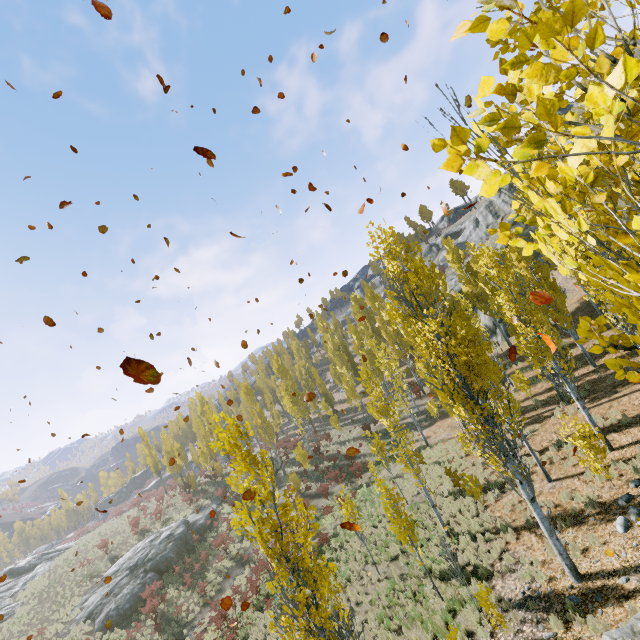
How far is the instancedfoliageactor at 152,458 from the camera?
49.2m

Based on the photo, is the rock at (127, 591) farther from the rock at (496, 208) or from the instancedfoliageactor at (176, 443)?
the rock at (496, 208)

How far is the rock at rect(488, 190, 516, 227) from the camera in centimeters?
5647cm

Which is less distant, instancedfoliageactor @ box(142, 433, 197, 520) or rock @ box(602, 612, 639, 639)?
rock @ box(602, 612, 639, 639)

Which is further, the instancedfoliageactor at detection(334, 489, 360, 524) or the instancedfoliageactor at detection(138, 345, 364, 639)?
the instancedfoliageactor at detection(334, 489, 360, 524)

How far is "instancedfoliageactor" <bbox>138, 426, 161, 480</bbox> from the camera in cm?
4925

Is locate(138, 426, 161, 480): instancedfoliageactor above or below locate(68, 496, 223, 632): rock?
above

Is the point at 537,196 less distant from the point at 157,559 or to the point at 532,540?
the point at 532,540
